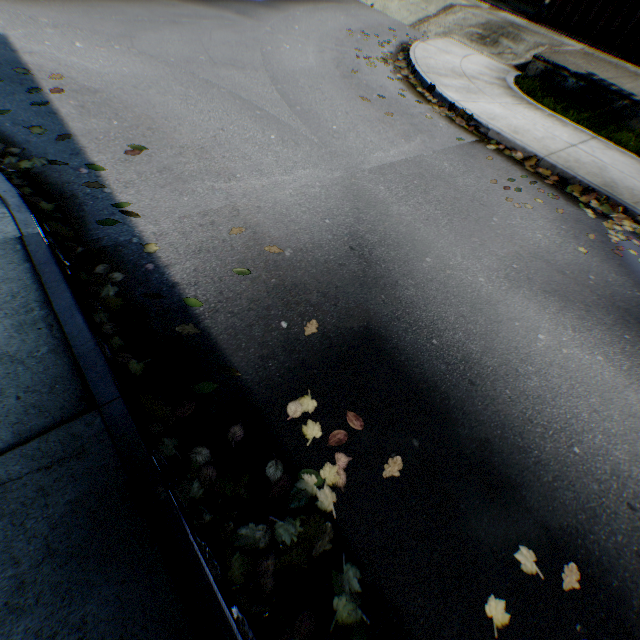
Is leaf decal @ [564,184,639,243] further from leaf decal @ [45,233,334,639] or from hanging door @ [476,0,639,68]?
hanging door @ [476,0,639,68]

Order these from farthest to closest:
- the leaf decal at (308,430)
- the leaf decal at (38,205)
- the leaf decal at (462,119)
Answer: the leaf decal at (462,119) → the leaf decal at (38,205) → the leaf decal at (308,430)

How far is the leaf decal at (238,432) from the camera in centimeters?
221cm

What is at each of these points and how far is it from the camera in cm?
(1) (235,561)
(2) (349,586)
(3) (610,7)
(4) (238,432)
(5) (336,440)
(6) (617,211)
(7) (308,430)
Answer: (1) leaf decal, 182
(2) leaf decal, 186
(3) hanging door, 1178
(4) leaf decal, 225
(5) leaf decal, 235
(6) leaf decal, 547
(7) leaf decal, 235

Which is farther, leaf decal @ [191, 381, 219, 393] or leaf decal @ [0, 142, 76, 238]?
leaf decal @ [0, 142, 76, 238]

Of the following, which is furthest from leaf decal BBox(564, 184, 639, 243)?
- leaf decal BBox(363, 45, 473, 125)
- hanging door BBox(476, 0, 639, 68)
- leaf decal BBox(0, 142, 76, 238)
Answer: hanging door BBox(476, 0, 639, 68)

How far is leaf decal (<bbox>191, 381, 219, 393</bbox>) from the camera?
2.4m

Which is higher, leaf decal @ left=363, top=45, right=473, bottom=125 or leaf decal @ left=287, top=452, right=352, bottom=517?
leaf decal @ left=363, top=45, right=473, bottom=125
